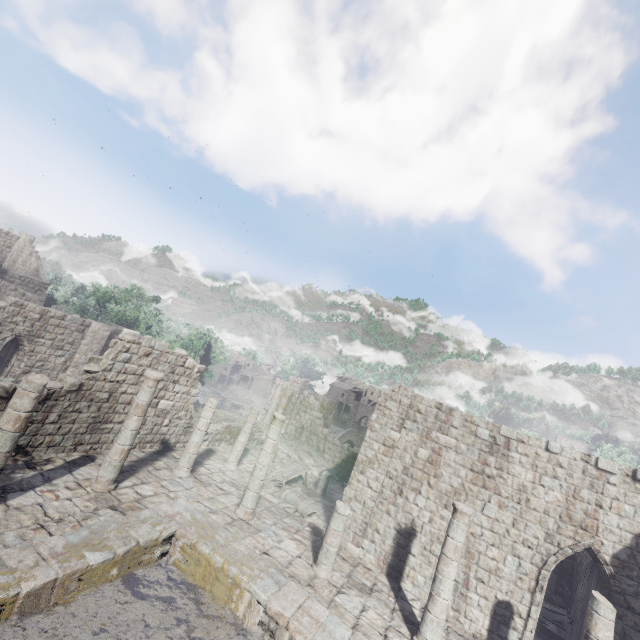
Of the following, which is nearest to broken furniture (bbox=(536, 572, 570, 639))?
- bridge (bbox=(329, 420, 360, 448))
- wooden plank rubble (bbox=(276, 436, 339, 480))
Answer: wooden plank rubble (bbox=(276, 436, 339, 480))

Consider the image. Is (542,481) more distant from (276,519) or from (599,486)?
(276,519)

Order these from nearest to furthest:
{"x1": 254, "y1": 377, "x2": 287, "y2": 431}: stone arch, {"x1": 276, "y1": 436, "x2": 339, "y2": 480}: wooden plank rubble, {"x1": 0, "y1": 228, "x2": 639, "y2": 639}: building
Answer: {"x1": 0, "y1": 228, "x2": 639, "y2": 639}: building → {"x1": 276, "y1": 436, "x2": 339, "y2": 480}: wooden plank rubble → {"x1": 254, "y1": 377, "x2": 287, "y2": 431}: stone arch

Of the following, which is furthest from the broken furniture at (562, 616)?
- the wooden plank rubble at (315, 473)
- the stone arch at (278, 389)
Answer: the stone arch at (278, 389)

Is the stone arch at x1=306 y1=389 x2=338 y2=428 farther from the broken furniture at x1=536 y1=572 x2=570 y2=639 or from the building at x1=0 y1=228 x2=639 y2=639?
the broken furniture at x1=536 y1=572 x2=570 y2=639

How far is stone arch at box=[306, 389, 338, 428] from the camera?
34.5m

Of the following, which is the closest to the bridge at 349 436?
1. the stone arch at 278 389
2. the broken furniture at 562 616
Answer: the stone arch at 278 389

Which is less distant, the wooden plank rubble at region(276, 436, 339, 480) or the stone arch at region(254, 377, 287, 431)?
the wooden plank rubble at region(276, 436, 339, 480)
